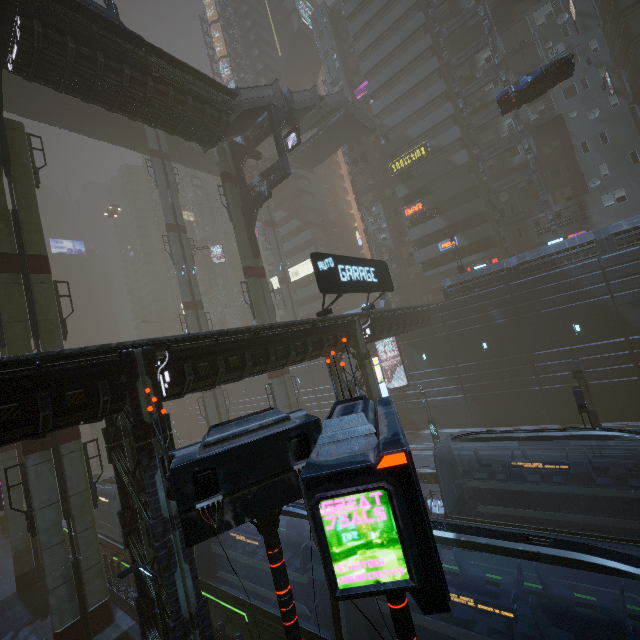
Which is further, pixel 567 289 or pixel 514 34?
pixel 514 34

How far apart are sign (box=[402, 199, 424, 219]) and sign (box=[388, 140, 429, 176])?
4.28m

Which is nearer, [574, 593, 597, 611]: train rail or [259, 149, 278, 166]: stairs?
[574, 593, 597, 611]: train rail

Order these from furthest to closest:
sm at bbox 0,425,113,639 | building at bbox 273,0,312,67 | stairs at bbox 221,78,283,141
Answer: building at bbox 273,0,312,67, stairs at bbox 221,78,283,141, sm at bbox 0,425,113,639

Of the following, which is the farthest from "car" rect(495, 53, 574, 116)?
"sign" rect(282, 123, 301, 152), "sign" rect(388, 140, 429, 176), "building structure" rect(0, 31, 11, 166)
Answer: "building structure" rect(0, 31, 11, 166)

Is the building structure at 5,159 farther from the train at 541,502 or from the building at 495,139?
the train at 541,502

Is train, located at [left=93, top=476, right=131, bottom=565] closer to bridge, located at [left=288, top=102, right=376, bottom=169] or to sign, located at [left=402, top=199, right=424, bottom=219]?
sign, located at [left=402, top=199, right=424, bottom=219]

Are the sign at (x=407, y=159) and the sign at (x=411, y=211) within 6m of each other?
yes
